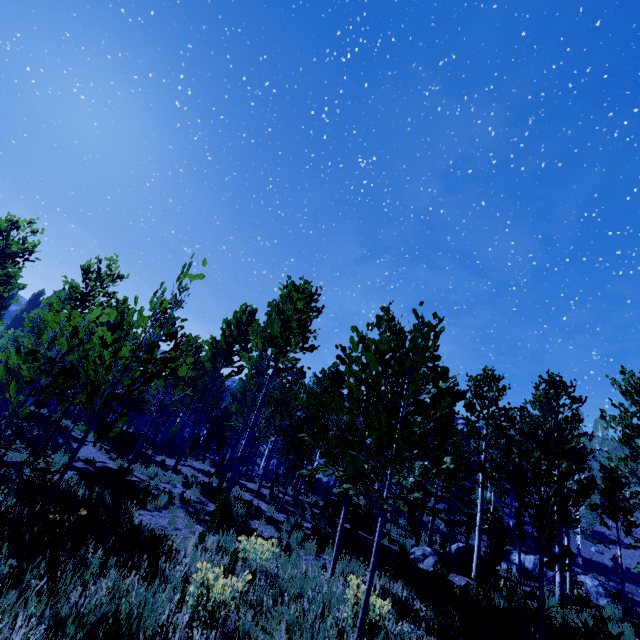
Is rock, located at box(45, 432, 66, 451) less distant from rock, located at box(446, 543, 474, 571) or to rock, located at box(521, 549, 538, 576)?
rock, located at box(446, 543, 474, 571)

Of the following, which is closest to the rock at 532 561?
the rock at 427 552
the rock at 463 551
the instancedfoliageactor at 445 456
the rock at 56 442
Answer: the instancedfoliageactor at 445 456

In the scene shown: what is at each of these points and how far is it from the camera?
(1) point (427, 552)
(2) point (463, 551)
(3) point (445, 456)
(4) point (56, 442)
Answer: (1) rock, 12.3m
(2) rock, 14.1m
(3) instancedfoliageactor, 20.8m
(4) rock, 14.1m

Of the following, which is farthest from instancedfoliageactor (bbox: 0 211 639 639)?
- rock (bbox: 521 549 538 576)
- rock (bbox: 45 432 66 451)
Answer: rock (bbox: 521 549 538 576)

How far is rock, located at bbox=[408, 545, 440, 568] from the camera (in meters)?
11.68

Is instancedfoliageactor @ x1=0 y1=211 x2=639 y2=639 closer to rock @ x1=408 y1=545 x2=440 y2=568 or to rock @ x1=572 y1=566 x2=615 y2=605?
rock @ x1=408 y1=545 x2=440 y2=568

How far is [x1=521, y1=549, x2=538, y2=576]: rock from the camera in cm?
2380

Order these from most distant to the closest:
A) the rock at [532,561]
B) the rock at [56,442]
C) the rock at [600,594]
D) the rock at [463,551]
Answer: the rock at [532,561], the rock at [600,594], the rock at [56,442], the rock at [463,551]
